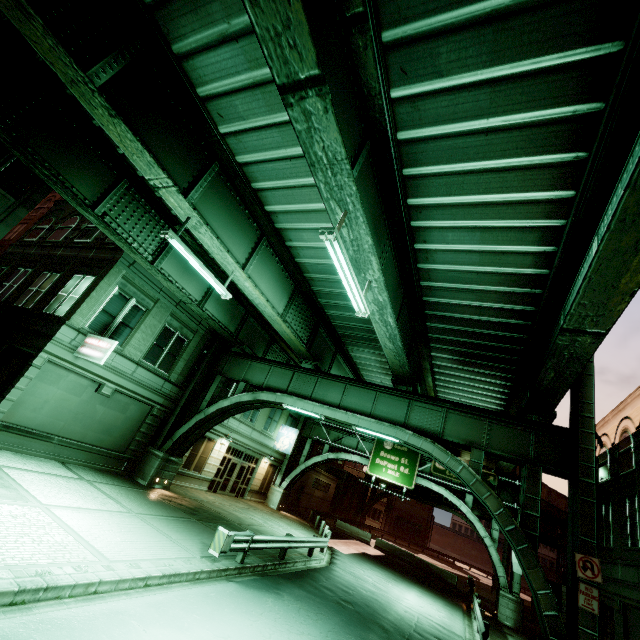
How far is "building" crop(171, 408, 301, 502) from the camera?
22.52m

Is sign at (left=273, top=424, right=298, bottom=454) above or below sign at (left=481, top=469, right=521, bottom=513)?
below

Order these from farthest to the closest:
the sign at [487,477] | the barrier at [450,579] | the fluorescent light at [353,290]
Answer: the barrier at [450,579] < the sign at [487,477] < the fluorescent light at [353,290]

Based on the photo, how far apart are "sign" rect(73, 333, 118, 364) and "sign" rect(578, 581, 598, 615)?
19.0 meters

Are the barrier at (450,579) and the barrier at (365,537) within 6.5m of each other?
yes

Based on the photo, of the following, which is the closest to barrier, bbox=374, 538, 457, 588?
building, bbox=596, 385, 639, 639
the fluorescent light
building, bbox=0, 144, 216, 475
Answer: building, bbox=596, 385, 639, 639

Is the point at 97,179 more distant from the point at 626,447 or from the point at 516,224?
the point at 626,447

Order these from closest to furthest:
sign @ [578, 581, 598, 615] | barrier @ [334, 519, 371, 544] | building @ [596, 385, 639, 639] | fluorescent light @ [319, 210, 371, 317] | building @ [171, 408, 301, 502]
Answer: fluorescent light @ [319, 210, 371, 317]
sign @ [578, 581, 598, 615]
building @ [596, 385, 639, 639]
building @ [171, 408, 301, 502]
barrier @ [334, 519, 371, 544]
